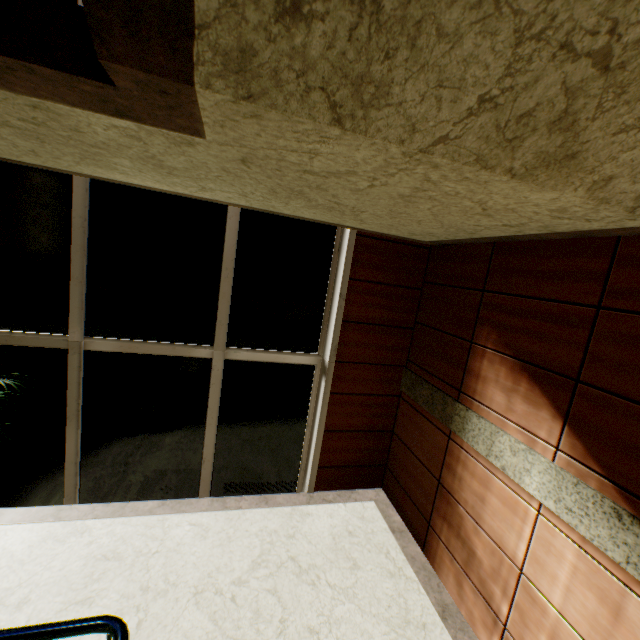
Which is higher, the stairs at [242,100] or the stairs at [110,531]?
the stairs at [242,100]

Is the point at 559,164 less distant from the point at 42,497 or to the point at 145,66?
the point at 145,66

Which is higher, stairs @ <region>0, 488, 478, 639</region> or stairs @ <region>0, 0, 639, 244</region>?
stairs @ <region>0, 0, 639, 244</region>

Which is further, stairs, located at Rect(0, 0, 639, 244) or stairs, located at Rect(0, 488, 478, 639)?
stairs, located at Rect(0, 488, 478, 639)

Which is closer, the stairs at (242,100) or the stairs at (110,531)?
the stairs at (242,100)
